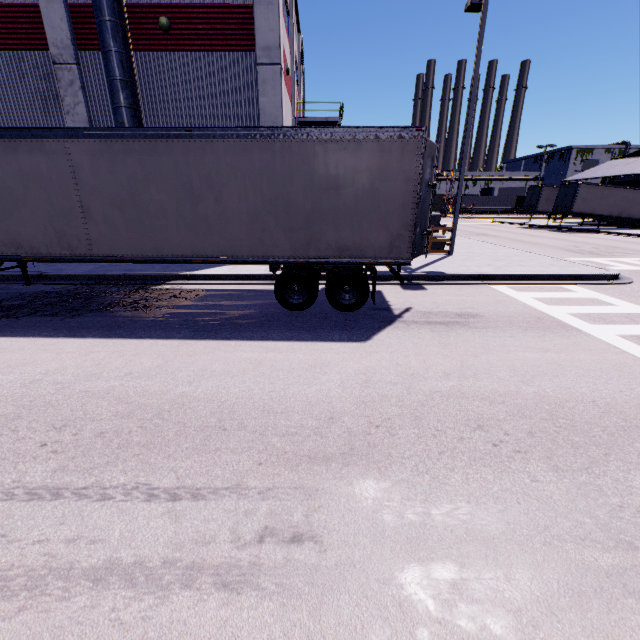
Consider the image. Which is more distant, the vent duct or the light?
the light

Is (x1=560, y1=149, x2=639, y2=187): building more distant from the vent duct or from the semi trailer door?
the semi trailer door

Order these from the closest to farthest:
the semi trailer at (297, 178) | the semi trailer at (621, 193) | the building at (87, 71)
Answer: the semi trailer at (297, 178), the building at (87, 71), the semi trailer at (621, 193)

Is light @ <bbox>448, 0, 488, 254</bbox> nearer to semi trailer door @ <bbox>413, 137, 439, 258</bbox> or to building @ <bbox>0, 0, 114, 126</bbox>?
building @ <bbox>0, 0, 114, 126</bbox>

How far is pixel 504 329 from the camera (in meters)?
6.87

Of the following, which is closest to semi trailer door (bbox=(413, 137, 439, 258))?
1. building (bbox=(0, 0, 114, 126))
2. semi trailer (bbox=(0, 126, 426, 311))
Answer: semi trailer (bbox=(0, 126, 426, 311))

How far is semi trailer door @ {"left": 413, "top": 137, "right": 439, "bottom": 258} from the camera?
7.1 meters

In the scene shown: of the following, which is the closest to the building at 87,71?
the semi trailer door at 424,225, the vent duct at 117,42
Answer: the vent duct at 117,42
